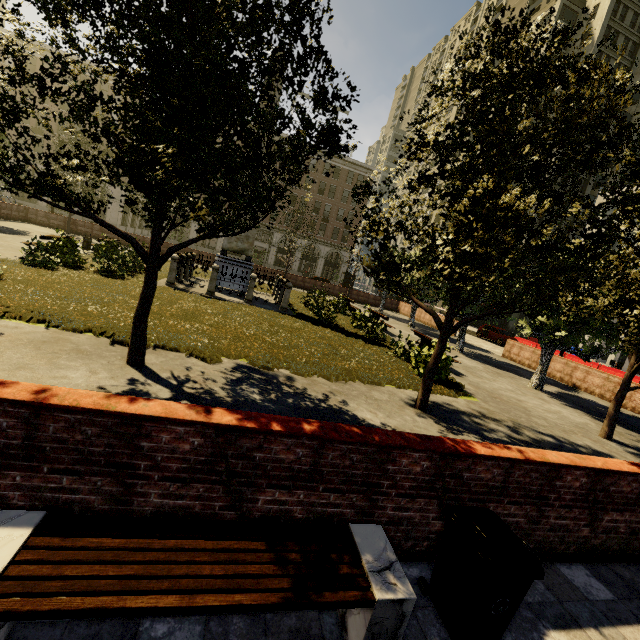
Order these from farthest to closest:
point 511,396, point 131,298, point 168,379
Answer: point 511,396, point 131,298, point 168,379

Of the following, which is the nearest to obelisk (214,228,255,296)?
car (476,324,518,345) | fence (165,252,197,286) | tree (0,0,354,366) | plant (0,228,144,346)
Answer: fence (165,252,197,286)

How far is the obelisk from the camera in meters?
15.9

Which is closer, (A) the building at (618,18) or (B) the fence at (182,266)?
(B) the fence at (182,266)

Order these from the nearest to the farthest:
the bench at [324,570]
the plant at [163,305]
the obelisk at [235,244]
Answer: the bench at [324,570] → the plant at [163,305] → the obelisk at [235,244]

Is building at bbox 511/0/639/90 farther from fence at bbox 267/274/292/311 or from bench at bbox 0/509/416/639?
fence at bbox 267/274/292/311

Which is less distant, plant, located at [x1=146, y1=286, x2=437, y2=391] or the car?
plant, located at [x1=146, y1=286, x2=437, y2=391]

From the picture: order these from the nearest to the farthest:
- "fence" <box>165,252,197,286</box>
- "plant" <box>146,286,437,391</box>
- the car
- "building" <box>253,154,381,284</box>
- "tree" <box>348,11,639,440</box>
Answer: "tree" <box>348,11,639,440</box>
"plant" <box>146,286,437,391</box>
"fence" <box>165,252,197,286</box>
the car
"building" <box>253,154,381,284</box>
